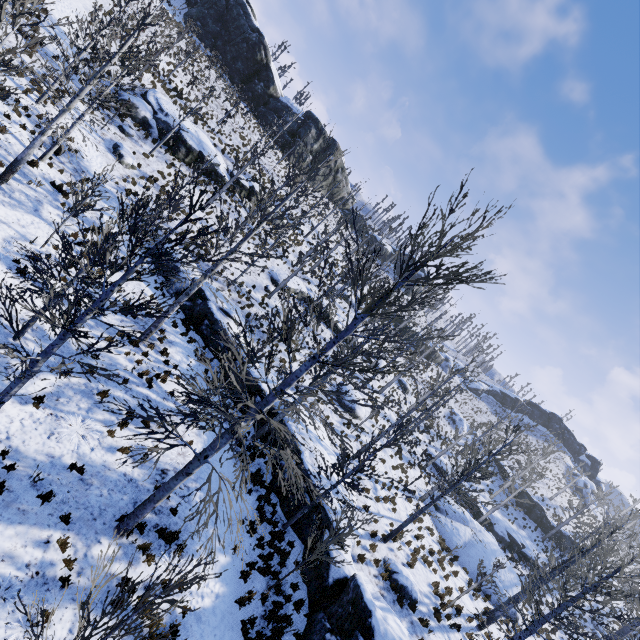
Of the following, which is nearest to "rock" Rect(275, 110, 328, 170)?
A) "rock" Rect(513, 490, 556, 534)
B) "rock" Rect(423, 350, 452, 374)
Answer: "rock" Rect(423, 350, 452, 374)

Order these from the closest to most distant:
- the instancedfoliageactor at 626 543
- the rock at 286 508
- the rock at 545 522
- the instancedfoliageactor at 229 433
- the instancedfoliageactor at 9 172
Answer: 1. the instancedfoliageactor at 229 433
2. the instancedfoliageactor at 9 172
3. the instancedfoliageactor at 626 543
4. the rock at 286 508
5. the rock at 545 522

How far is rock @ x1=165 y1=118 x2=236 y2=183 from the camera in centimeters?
2506cm

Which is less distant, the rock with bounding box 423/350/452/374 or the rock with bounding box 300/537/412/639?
the rock with bounding box 300/537/412/639

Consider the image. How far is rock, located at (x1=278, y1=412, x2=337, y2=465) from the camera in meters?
15.3

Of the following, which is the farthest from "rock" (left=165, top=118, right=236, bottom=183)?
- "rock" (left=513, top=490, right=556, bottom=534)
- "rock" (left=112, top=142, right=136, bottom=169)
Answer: "rock" (left=513, top=490, right=556, bottom=534)

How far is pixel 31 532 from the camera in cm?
699

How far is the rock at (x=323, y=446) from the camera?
15.33m
